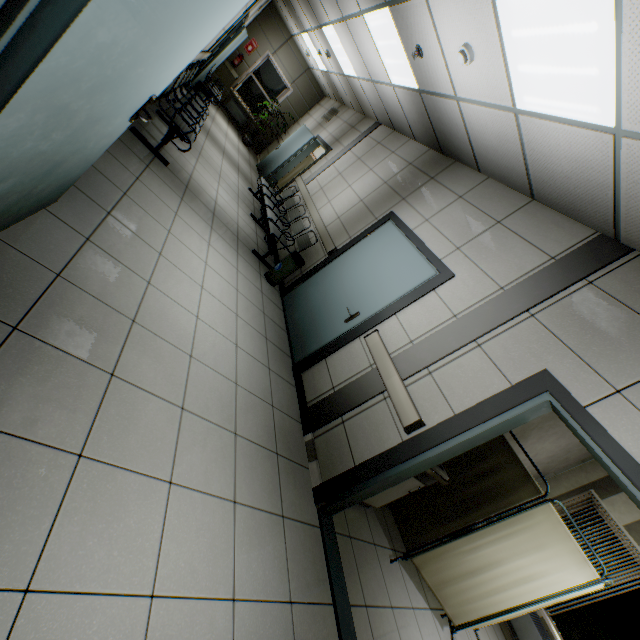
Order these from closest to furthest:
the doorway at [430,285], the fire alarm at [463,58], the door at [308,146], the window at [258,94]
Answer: the fire alarm at [463,58] < the doorway at [430,285] < the door at [308,146] < the window at [258,94]

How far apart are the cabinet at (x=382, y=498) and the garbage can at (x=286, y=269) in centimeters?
322cm

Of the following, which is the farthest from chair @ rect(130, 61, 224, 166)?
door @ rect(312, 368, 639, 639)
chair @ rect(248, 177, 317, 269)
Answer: door @ rect(312, 368, 639, 639)

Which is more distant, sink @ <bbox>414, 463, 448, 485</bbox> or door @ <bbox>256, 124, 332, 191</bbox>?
door @ <bbox>256, 124, 332, 191</bbox>

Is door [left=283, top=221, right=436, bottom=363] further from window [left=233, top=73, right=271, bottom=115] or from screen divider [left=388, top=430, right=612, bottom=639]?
window [left=233, top=73, right=271, bottom=115]

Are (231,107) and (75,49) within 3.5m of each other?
no

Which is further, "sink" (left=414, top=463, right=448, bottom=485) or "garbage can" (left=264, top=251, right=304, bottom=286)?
"garbage can" (left=264, top=251, right=304, bottom=286)

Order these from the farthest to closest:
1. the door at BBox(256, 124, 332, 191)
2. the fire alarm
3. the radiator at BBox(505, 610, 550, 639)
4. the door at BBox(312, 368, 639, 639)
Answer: the door at BBox(256, 124, 332, 191), the radiator at BBox(505, 610, 550, 639), the fire alarm, the door at BBox(312, 368, 639, 639)
